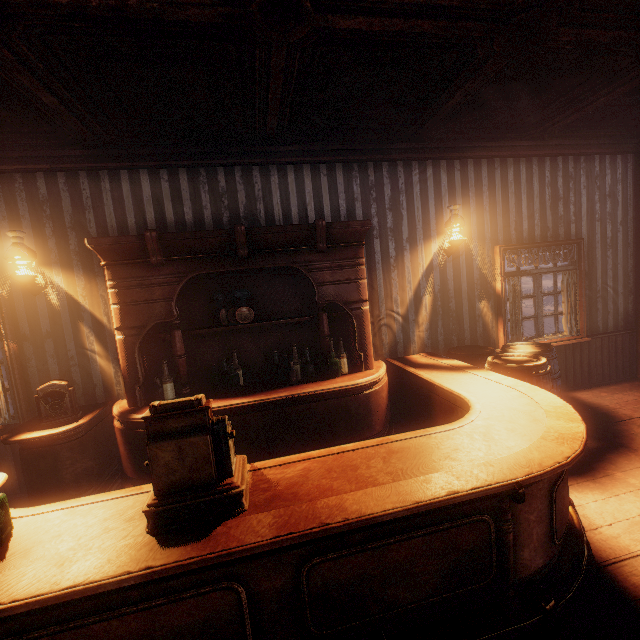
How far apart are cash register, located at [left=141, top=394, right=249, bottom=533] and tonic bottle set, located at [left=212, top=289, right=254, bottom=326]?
2.0m

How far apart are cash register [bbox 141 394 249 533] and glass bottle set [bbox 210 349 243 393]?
1.85m

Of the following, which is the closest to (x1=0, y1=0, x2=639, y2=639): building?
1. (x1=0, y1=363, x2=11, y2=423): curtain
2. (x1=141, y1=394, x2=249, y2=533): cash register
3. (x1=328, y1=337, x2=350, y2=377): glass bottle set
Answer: (x1=0, y1=363, x2=11, y2=423): curtain

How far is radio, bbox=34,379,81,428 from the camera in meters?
3.3

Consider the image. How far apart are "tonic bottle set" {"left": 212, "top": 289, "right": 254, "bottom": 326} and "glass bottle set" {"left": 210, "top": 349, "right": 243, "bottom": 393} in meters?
0.3 m

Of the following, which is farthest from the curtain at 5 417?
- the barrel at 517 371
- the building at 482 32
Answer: the barrel at 517 371

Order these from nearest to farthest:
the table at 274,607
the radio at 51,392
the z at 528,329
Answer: the table at 274,607 < the radio at 51,392 < the z at 528,329

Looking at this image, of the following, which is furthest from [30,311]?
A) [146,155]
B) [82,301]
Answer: [146,155]
